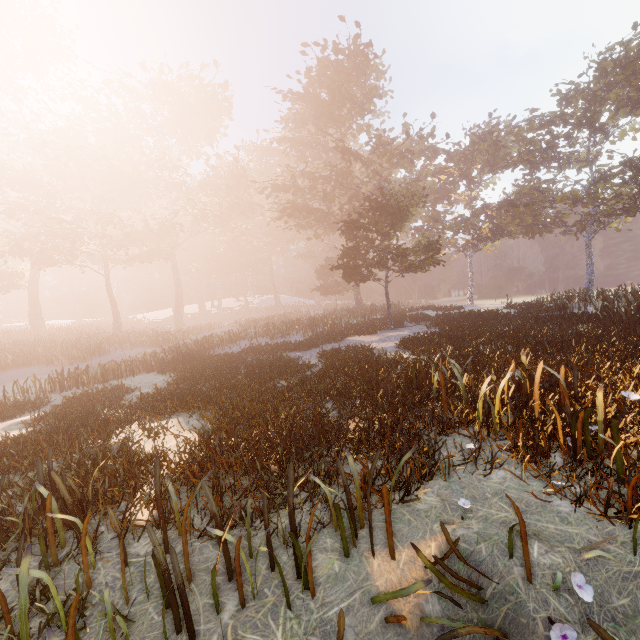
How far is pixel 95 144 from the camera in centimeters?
4216cm

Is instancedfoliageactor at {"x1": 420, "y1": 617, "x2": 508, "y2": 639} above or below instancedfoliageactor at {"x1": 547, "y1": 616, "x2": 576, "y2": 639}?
above

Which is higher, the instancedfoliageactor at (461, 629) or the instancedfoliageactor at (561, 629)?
the instancedfoliageactor at (461, 629)
